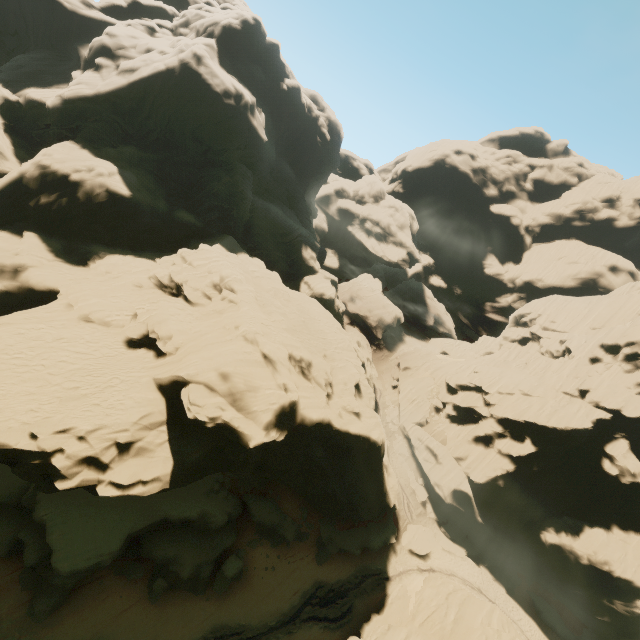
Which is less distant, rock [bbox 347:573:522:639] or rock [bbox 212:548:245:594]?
rock [bbox 347:573:522:639]

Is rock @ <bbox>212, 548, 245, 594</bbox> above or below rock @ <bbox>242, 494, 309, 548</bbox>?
below

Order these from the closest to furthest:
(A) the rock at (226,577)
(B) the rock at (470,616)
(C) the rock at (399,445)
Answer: (B) the rock at (470,616), (A) the rock at (226,577), (C) the rock at (399,445)

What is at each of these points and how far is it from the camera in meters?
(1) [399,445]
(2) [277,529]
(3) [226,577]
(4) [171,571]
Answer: (1) rock, 47.4
(2) rock, 30.1
(3) rock, 26.9
(4) rock, 25.9

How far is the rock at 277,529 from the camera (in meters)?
29.84

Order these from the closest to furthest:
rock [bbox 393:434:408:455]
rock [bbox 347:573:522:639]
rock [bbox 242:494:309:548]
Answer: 1. rock [bbox 347:573:522:639]
2. rock [bbox 242:494:309:548]
3. rock [bbox 393:434:408:455]
